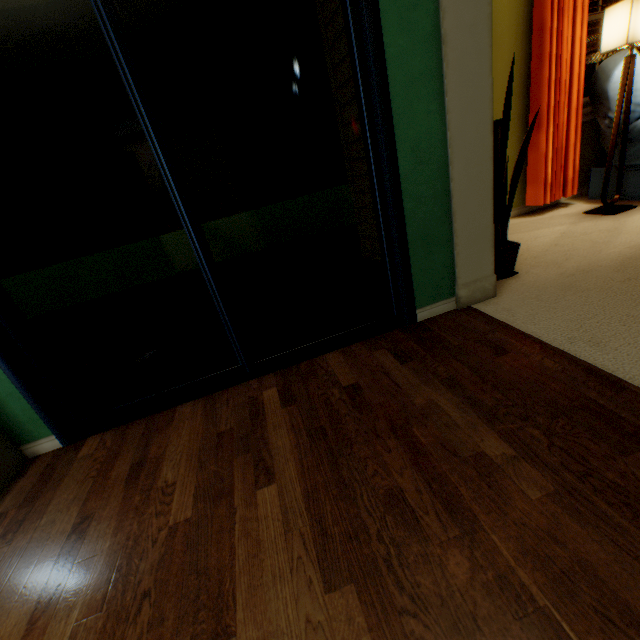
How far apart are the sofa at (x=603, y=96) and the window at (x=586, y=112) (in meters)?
0.24

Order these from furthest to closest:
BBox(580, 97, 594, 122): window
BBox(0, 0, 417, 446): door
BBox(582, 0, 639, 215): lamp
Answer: BBox(580, 97, 594, 122): window, BBox(582, 0, 639, 215): lamp, BBox(0, 0, 417, 446): door

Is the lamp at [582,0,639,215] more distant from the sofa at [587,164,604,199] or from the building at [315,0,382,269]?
the building at [315,0,382,269]

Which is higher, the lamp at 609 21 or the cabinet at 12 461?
the lamp at 609 21

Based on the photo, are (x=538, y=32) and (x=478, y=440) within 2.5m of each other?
no

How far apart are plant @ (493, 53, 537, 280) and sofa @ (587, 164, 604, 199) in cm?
149

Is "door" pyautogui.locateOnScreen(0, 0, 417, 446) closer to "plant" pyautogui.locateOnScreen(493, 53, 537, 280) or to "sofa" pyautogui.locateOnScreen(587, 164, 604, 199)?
"plant" pyautogui.locateOnScreen(493, 53, 537, 280)

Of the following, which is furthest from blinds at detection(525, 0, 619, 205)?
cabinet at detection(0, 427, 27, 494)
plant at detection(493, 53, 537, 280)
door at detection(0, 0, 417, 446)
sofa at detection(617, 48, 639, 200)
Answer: cabinet at detection(0, 427, 27, 494)
